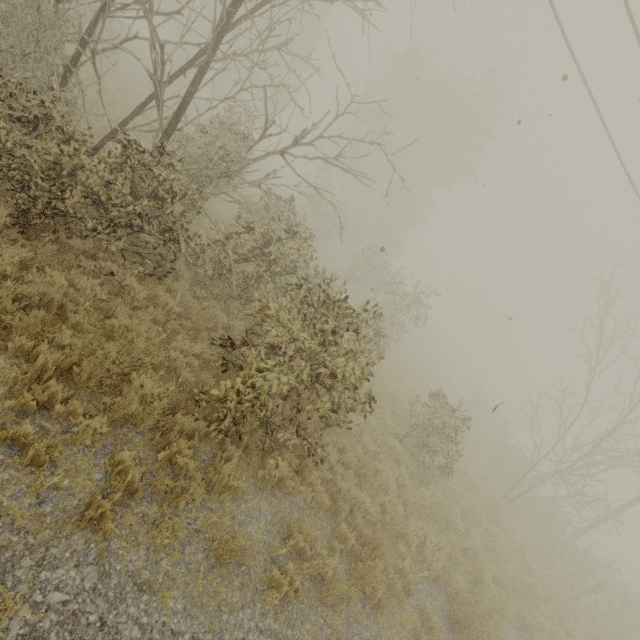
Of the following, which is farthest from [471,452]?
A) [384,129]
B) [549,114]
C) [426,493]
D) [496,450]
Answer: [384,129]
